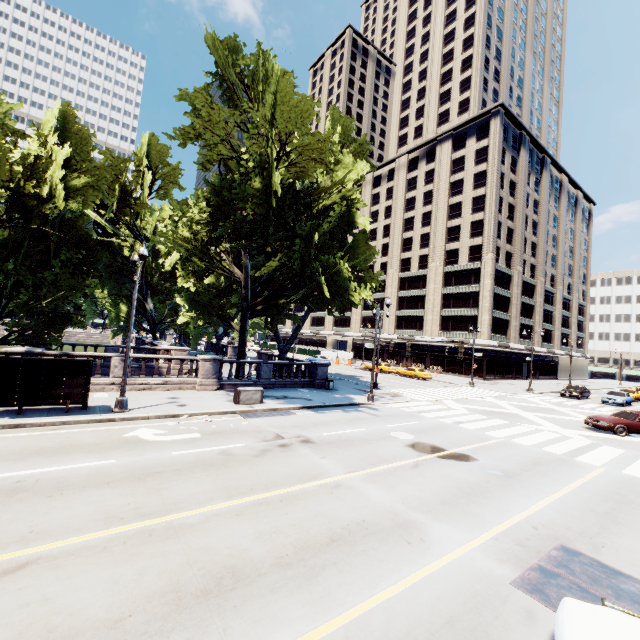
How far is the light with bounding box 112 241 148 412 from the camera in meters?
13.9 m

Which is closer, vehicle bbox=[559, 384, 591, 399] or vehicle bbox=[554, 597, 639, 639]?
vehicle bbox=[554, 597, 639, 639]

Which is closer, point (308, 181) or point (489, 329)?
point (308, 181)

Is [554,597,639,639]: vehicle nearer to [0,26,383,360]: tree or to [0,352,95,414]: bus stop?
[0,26,383,360]: tree

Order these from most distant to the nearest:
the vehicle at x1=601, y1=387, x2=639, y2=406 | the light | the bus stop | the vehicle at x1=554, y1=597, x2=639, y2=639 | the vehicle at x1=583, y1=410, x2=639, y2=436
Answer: the vehicle at x1=601, y1=387, x2=639, y2=406
the vehicle at x1=583, y1=410, x2=639, y2=436
the light
the bus stop
the vehicle at x1=554, y1=597, x2=639, y2=639

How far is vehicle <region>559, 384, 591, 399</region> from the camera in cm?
3606

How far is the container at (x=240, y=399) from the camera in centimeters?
1756cm

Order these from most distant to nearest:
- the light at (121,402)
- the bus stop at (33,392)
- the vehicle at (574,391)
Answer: the vehicle at (574,391) → the light at (121,402) → the bus stop at (33,392)
